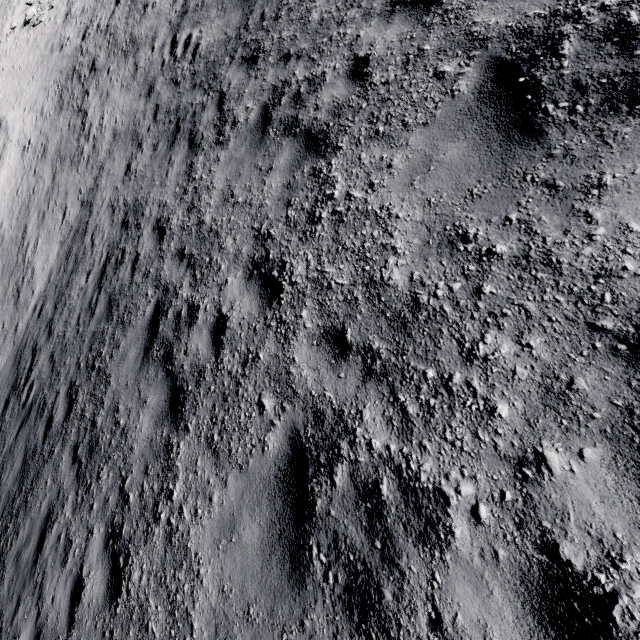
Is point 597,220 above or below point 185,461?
above
